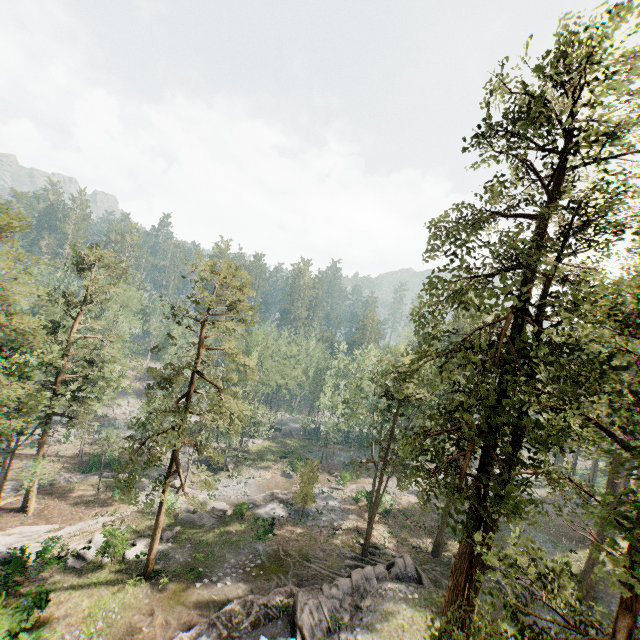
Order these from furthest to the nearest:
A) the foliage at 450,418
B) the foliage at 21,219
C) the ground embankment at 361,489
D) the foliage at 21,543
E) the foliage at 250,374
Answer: the ground embankment at 361,489
the foliage at 21,543
the foliage at 250,374
the foliage at 21,219
the foliage at 450,418

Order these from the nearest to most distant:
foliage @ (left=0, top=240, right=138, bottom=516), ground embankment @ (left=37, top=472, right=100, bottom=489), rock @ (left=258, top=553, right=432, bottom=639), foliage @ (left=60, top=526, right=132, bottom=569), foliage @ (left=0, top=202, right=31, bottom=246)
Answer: foliage @ (left=0, top=202, right=31, bottom=246) → rock @ (left=258, top=553, right=432, bottom=639) → foliage @ (left=0, top=240, right=138, bottom=516) → foliage @ (left=60, top=526, right=132, bottom=569) → ground embankment @ (left=37, top=472, right=100, bottom=489)

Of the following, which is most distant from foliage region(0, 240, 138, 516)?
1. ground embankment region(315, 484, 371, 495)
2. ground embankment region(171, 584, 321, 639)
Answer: ground embankment region(171, 584, 321, 639)

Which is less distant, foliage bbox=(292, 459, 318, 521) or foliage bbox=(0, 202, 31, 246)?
foliage bbox=(0, 202, 31, 246)

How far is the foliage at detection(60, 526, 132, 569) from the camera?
24.59m

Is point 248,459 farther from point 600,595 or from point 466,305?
point 466,305

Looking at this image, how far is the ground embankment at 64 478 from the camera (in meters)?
36.06

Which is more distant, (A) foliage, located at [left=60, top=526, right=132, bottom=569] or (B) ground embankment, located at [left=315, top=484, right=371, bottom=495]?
(B) ground embankment, located at [left=315, top=484, right=371, bottom=495]
